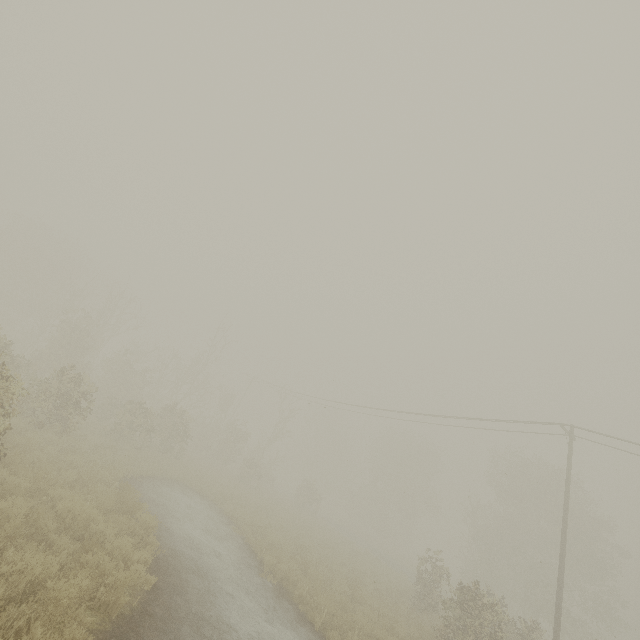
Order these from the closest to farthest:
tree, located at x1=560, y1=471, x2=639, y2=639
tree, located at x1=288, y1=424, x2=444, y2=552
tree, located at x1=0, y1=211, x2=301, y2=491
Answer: tree, located at x1=0, y1=211, x2=301, y2=491 → tree, located at x1=560, y1=471, x2=639, y2=639 → tree, located at x1=288, y1=424, x2=444, y2=552

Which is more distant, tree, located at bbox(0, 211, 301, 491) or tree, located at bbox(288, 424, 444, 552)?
tree, located at bbox(288, 424, 444, 552)

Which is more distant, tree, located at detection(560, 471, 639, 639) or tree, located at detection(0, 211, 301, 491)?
tree, located at detection(560, 471, 639, 639)

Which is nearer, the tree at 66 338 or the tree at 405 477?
the tree at 66 338

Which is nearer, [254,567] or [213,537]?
[254,567]

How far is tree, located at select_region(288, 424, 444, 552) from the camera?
43.8 meters

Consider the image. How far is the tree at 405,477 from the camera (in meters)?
43.78
